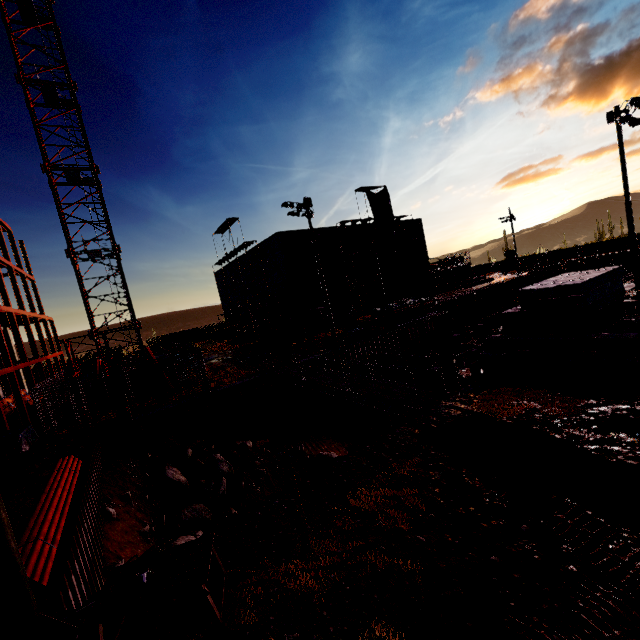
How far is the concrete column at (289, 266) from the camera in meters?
35.9 m

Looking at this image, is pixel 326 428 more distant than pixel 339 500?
Yes

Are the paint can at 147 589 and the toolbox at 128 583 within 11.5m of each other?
yes

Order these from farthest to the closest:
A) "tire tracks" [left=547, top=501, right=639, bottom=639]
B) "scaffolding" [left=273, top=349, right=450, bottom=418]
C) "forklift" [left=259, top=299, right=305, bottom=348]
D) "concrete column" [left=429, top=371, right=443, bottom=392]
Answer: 1. "forklift" [left=259, top=299, right=305, bottom=348]
2. "concrete column" [left=429, top=371, right=443, bottom=392]
3. "scaffolding" [left=273, top=349, right=450, bottom=418]
4. "tire tracks" [left=547, top=501, right=639, bottom=639]

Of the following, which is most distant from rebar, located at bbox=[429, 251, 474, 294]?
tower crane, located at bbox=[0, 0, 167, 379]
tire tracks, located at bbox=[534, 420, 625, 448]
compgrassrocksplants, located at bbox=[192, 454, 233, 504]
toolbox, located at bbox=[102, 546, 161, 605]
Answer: toolbox, located at bbox=[102, 546, 161, 605]

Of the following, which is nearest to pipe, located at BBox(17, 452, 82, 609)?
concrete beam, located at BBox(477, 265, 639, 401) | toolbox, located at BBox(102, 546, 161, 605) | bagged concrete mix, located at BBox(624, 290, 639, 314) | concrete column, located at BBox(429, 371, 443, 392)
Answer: toolbox, located at BBox(102, 546, 161, 605)

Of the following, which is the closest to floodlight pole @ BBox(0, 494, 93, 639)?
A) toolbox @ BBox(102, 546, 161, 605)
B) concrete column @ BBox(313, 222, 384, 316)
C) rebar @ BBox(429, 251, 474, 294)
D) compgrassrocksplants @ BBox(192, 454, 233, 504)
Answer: toolbox @ BBox(102, 546, 161, 605)

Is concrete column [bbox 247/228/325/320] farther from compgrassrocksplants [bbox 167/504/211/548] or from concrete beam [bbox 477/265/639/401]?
concrete beam [bbox 477/265/639/401]
